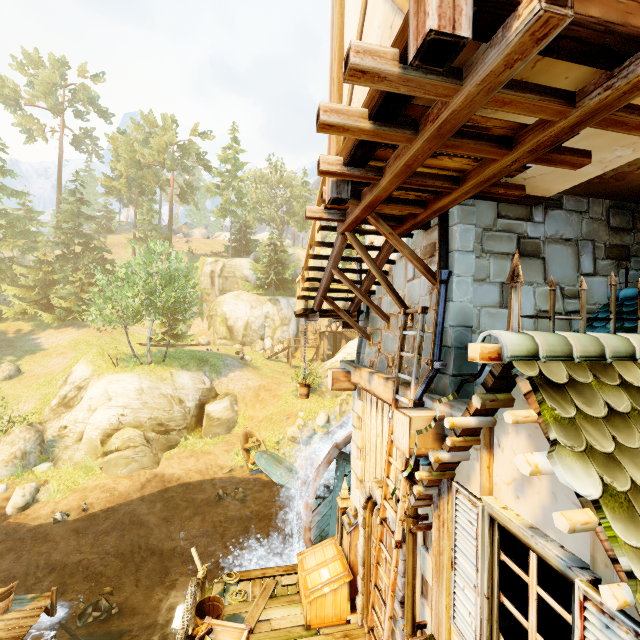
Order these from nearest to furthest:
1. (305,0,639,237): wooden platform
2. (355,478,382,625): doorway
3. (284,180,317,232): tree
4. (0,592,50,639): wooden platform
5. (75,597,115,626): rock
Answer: (305,0,639,237): wooden platform < (355,478,382,625): doorway < (0,592,50,639): wooden platform < (75,597,115,626): rock < (284,180,317,232): tree

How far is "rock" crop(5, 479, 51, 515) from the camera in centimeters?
1505cm

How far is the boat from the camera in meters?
18.6 m

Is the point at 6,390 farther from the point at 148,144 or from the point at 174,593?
the point at 148,144

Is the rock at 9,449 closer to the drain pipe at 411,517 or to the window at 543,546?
the drain pipe at 411,517

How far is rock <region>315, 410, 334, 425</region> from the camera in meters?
22.1

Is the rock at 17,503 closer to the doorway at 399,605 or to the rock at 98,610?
the rock at 98,610

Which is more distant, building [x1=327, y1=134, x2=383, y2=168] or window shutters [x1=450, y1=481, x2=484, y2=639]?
building [x1=327, y1=134, x2=383, y2=168]
